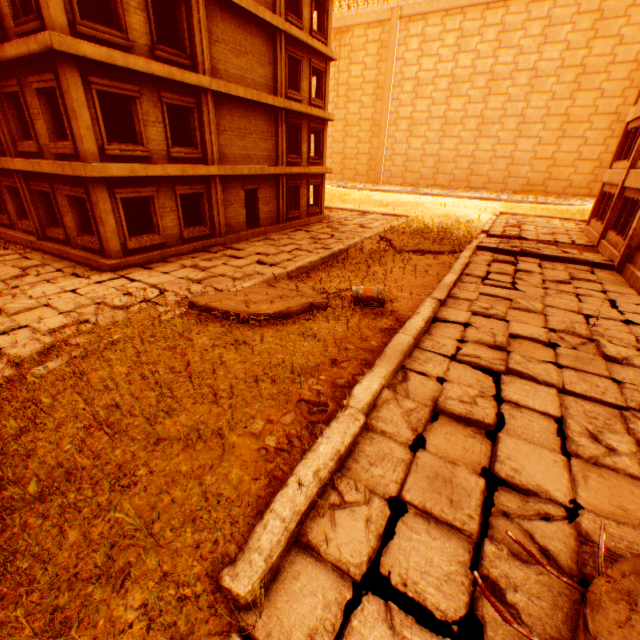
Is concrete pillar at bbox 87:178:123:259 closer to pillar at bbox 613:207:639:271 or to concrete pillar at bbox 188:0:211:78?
concrete pillar at bbox 188:0:211:78

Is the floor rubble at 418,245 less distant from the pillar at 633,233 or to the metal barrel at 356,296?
the pillar at 633,233

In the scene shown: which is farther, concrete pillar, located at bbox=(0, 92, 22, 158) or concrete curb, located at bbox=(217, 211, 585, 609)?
concrete pillar, located at bbox=(0, 92, 22, 158)

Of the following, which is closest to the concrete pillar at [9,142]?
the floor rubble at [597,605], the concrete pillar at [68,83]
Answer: the concrete pillar at [68,83]

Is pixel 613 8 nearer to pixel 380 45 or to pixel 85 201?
pixel 380 45

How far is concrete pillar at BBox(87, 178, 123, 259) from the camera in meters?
10.5

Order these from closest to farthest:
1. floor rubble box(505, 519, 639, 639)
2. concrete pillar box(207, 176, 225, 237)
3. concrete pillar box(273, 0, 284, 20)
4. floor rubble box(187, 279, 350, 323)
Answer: floor rubble box(505, 519, 639, 639), floor rubble box(187, 279, 350, 323), concrete pillar box(207, 176, 225, 237), concrete pillar box(273, 0, 284, 20)

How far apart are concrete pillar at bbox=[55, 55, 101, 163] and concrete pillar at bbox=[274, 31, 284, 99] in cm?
937
